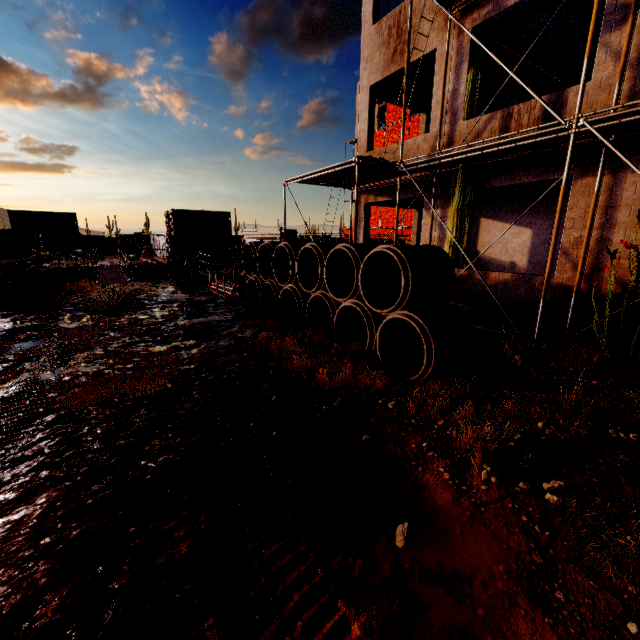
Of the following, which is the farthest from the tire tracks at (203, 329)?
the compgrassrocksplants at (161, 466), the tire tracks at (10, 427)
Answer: the compgrassrocksplants at (161, 466)

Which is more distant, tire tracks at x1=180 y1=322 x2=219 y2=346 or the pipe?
the pipe

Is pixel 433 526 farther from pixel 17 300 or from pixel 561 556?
pixel 17 300

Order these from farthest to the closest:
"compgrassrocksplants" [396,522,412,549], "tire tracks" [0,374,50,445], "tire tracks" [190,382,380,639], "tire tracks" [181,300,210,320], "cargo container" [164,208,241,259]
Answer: "cargo container" [164,208,241,259] < "tire tracks" [181,300,210,320] < "tire tracks" [0,374,50,445] < "compgrassrocksplants" [396,522,412,549] < "tire tracks" [190,382,380,639]

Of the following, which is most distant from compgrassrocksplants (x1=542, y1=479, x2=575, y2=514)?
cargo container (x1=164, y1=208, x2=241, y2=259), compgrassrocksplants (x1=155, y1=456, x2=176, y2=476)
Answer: cargo container (x1=164, y1=208, x2=241, y2=259)

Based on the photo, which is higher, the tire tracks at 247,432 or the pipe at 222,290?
the pipe at 222,290

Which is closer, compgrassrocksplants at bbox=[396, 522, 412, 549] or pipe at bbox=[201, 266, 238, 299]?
compgrassrocksplants at bbox=[396, 522, 412, 549]

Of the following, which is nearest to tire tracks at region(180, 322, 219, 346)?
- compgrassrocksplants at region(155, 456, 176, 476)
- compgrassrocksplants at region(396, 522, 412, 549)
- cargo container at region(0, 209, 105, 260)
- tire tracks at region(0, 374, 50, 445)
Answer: tire tracks at region(0, 374, 50, 445)
